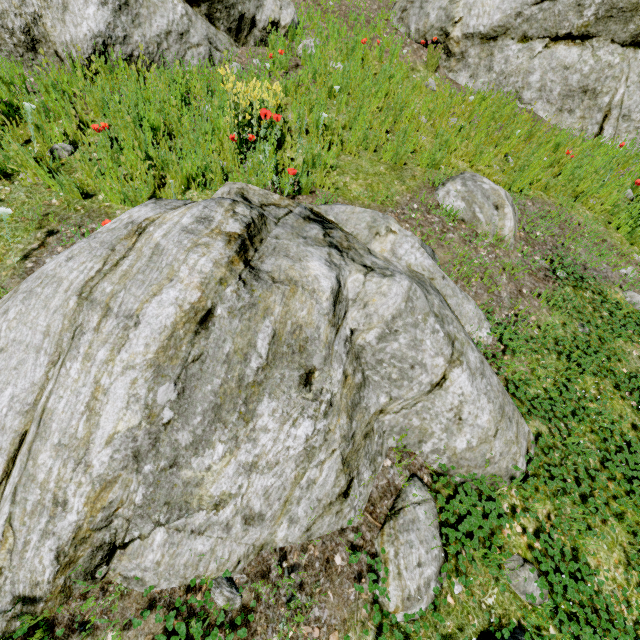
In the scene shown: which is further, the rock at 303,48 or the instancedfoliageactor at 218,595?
the rock at 303,48

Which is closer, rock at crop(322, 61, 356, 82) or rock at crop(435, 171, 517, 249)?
rock at crop(435, 171, 517, 249)

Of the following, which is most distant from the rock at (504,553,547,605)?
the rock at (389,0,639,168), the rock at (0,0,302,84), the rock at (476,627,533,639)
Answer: the rock at (389,0,639,168)

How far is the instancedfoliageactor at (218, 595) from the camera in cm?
167

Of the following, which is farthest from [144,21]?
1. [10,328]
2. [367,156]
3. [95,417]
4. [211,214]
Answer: [95,417]

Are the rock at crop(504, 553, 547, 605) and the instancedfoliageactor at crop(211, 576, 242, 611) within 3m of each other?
yes

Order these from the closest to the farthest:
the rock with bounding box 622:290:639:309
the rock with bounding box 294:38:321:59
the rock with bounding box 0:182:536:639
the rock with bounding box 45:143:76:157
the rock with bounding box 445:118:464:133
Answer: the rock with bounding box 0:182:536:639 < the rock with bounding box 45:143:76:157 < the rock with bounding box 622:290:639:309 < the rock with bounding box 445:118:464:133 < the rock with bounding box 294:38:321:59

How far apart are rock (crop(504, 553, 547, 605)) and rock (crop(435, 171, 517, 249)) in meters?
3.0 m
